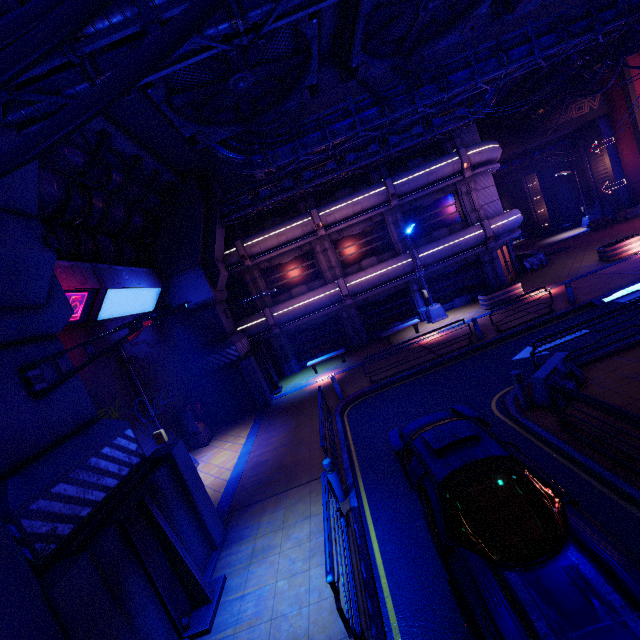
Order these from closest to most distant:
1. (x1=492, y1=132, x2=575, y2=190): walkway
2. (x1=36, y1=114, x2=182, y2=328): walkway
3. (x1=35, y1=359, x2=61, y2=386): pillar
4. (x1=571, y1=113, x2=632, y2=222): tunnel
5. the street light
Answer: (x1=35, y1=359, x2=61, y2=386): pillar, (x1=36, y1=114, x2=182, y2=328): walkway, the street light, (x1=571, y1=113, x2=632, y2=222): tunnel, (x1=492, y1=132, x2=575, y2=190): walkway

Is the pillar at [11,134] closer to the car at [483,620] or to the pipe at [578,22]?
the car at [483,620]

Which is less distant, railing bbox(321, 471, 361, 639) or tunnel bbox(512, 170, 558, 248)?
railing bbox(321, 471, 361, 639)

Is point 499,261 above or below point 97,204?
below

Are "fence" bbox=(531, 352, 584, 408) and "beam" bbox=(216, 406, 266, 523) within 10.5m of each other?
yes

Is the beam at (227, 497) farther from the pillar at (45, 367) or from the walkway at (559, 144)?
the walkway at (559, 144)

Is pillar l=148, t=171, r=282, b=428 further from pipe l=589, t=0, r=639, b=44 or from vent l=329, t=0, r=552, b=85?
vent l=329, t=0, r=552, b=85

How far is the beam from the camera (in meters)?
9.43
